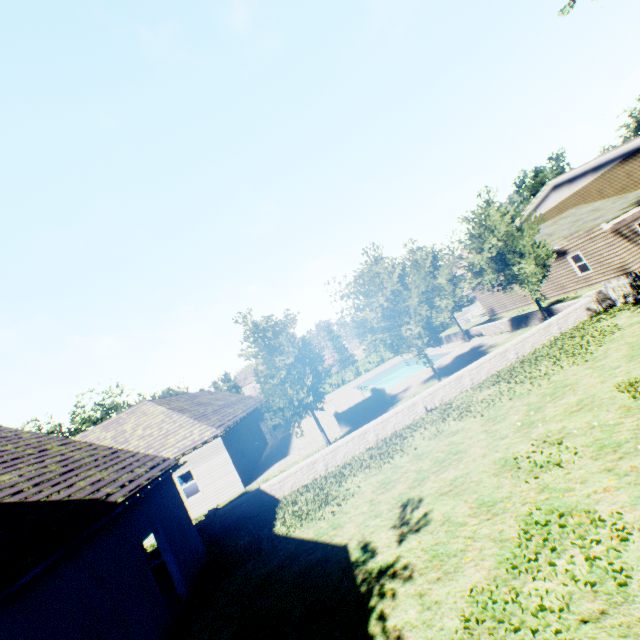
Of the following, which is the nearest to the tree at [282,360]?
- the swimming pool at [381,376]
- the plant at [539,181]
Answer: the swimming pool at [381,376]

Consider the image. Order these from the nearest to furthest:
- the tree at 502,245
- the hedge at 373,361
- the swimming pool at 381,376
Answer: the tree at 502,245 → the swimming pool at 381,376 → the hedge at 373,361

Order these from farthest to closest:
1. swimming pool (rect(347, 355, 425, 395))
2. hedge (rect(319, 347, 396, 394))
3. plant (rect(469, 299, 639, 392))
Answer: hedge (rect(319, 347, 396, 394)), swimming pool (rect(347, 355, 425, 395)), plant (rect(469, 299, 639, 392))

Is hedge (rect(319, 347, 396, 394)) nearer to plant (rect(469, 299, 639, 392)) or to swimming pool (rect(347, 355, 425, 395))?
plant (rect(469, 299, 639, 392))

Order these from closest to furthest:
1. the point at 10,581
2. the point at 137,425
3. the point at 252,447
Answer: the point at 10,581 < the point at 137,425 < the point at 252,447

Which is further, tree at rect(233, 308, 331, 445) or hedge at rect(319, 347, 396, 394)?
hedge at rect(319, 347, 396, 394)

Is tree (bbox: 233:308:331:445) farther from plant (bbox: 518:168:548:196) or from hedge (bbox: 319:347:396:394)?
hedge (bbox: 319:347:396:394)
